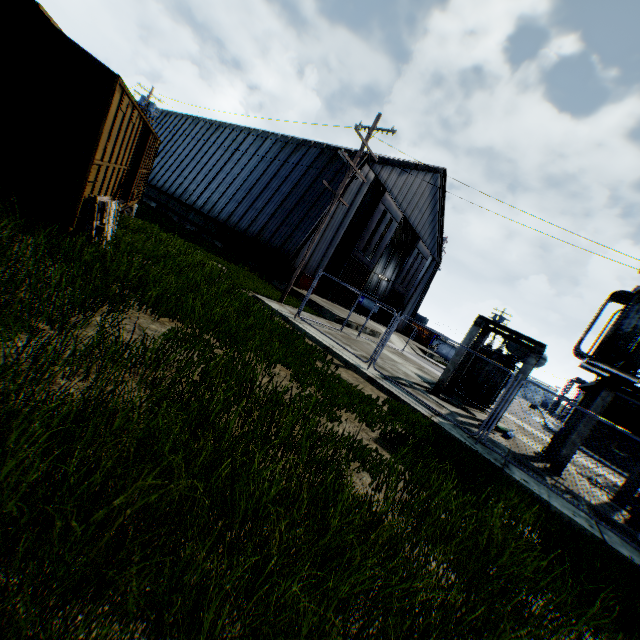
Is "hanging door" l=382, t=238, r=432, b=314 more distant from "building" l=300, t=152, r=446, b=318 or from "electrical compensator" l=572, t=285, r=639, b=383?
"electrical compensator" l=572, t=285, r=639, b=383

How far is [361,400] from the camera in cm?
711

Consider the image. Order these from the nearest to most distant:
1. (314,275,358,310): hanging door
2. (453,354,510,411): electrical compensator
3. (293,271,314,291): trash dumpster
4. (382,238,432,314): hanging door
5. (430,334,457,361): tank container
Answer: (453,354,510,411): electrical compensator, (293,271,314,291): trash dumpster, (314,275,358,310): hanging door, (382,238,432,314): hanging door, (430,334,457,361): tank container

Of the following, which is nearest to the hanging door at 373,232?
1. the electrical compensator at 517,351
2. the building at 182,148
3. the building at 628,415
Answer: the building at 182,148

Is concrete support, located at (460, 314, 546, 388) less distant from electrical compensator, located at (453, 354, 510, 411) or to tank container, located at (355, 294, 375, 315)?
electrical compensator, located at (453, 354, 510, 411)

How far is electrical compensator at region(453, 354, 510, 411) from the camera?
15.50m

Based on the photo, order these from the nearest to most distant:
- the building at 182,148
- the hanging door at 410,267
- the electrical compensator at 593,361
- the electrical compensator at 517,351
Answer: the electrical compensator at 593,361 → the electrical compensator at 517,351 → the building at 182,148 → the hanging door at 410,267

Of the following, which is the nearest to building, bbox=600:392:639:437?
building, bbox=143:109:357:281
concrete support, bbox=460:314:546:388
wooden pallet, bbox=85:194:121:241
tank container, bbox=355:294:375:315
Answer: building, bbox=143:109:357:281
